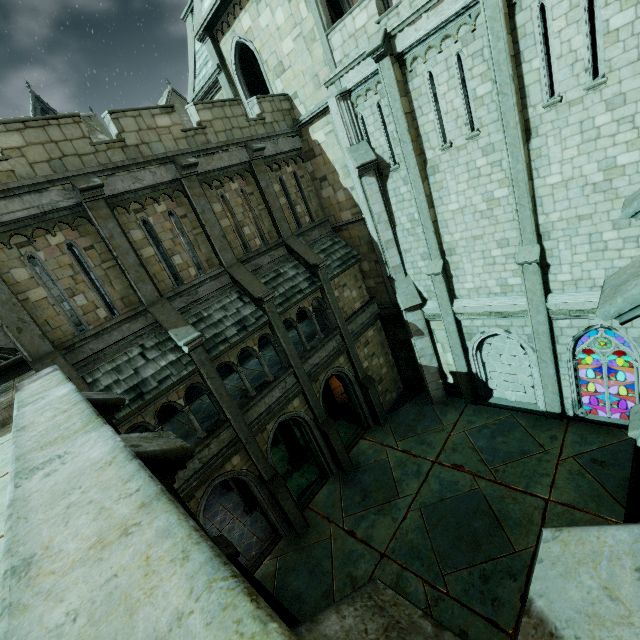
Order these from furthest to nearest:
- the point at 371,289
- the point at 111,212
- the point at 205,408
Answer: the point at 371,289
the point at 205,408
the point at 111,212

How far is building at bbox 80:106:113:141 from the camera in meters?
25.8

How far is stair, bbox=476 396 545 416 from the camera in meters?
14.0

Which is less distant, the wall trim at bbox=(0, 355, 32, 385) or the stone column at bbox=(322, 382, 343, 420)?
the wall trim at bbox=(0, 355, 32, 385)

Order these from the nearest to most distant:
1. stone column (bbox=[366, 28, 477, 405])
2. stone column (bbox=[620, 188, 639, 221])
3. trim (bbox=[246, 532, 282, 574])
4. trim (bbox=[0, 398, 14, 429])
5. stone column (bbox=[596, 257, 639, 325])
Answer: Answer:
1. stone column (bbox=[596, 257, 639, 325])
2. stone column (bbox=[620, 188, 639, 221])
3. trim (bbox=[0, 398, 14, 429])
4. stone column (bbox=[366, 28, 477, 405])
5. trim (bbox=[246, 532, 282, 574])

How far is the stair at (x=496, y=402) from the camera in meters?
14.0

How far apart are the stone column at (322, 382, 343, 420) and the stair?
7.4m

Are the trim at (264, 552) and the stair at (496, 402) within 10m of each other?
no
